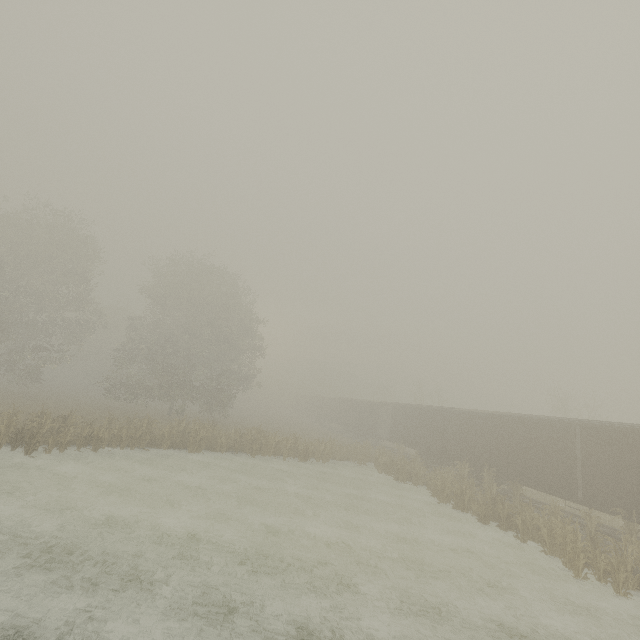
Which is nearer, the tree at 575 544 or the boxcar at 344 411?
the boxcar at 344 411

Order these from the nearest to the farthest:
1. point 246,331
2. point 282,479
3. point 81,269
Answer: point 282,479, point 81,269, point 246,331

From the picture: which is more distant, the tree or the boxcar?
the tree
